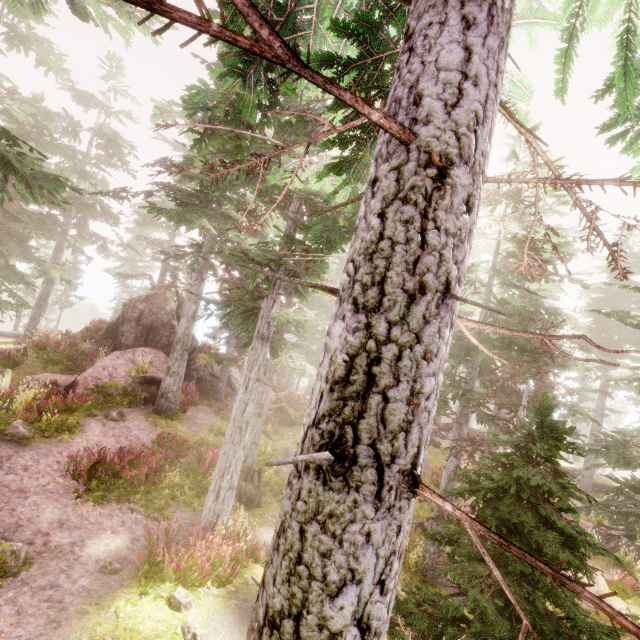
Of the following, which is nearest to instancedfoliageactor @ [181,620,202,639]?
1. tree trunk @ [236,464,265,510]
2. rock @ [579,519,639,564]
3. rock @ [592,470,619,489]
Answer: rock @ [592,470,619,489]

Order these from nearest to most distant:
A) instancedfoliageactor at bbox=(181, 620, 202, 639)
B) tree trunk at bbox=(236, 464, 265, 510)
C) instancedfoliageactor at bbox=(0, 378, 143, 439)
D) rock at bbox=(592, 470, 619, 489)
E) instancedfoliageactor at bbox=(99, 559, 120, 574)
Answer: instancedfoliageactor at bbox=(181, 620, 202, 639) → instancedfoliageactor at bbox=(99, 559, 120, 574) → instancedfoliageactor at bbox=(0, 378, 143, 439) → tree trunk at bbox=(236, 464, 265, 510) → rock at bbox=(592, 470, 619, 489)

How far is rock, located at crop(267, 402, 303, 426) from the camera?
23.7m

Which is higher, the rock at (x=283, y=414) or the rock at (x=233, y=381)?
the rock at (x=233, y=381)

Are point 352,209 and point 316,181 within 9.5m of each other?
yes

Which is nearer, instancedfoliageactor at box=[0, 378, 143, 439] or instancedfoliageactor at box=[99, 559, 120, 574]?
instancedfoliageactor at box=[99, 559, 120, 574]

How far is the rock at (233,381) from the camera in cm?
2667

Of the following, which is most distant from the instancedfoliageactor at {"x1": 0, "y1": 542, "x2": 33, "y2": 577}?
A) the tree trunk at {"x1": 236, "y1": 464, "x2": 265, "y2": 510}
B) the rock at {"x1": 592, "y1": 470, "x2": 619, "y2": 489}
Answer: the tree trunk at {"x1": 236, "y1": 464, "x2": 265, "y2": 510}
